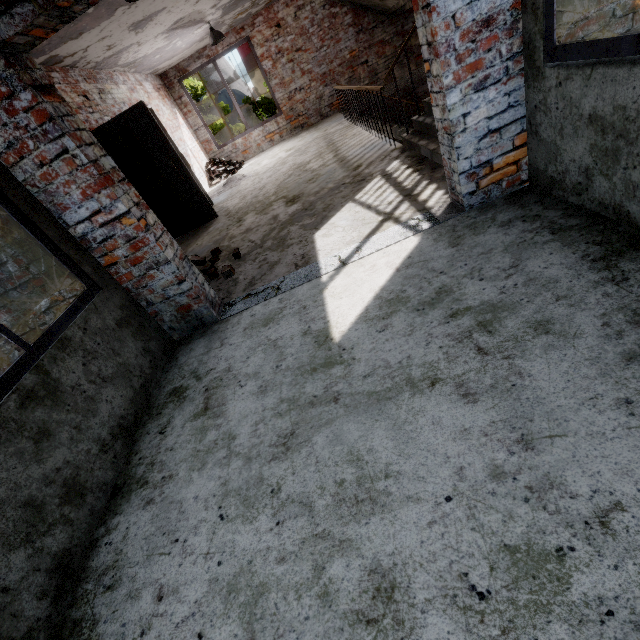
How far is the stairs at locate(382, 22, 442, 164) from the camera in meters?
3.8 m

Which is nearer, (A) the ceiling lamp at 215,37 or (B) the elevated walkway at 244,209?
(B) the elevated walkway at 244,209

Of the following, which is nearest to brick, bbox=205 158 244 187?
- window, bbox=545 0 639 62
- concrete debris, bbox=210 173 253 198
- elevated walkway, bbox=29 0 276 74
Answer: concrete debris, bbox=210 173 253 198

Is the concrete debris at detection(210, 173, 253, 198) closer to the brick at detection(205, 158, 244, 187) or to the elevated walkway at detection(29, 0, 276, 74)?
the brick at detection(205, 158, 244, 187)

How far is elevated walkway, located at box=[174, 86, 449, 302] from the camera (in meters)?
3.31

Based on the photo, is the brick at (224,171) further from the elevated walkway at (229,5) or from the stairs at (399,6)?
the stairs at (399,6)

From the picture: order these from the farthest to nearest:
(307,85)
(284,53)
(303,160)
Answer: (307,85)
(284,53)
(303,160)

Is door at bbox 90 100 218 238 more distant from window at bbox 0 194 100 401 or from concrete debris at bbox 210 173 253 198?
window at bbox 0 194 100 401
